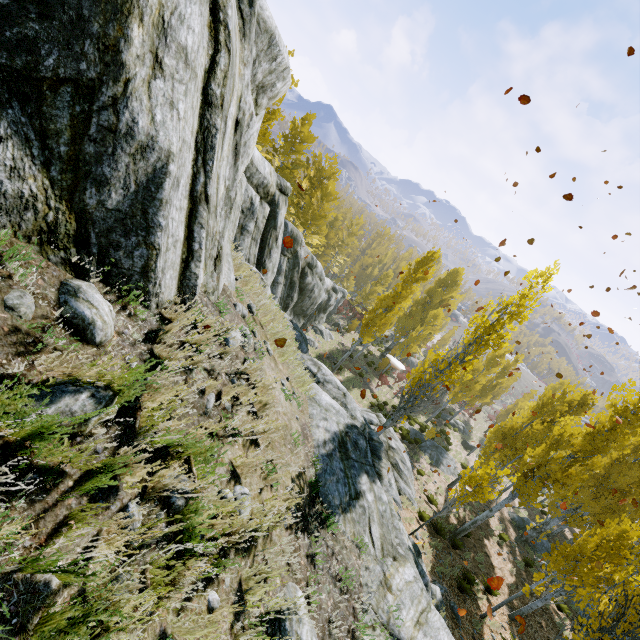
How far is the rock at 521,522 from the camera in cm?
2270

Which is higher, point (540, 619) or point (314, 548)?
point (314, 548)

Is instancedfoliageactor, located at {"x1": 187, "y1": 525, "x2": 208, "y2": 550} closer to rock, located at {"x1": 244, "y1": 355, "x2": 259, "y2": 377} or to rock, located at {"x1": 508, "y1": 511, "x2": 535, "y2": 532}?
rock, located at {"x1": 244, "y1": 355, "x2": 259, "y2": 377}

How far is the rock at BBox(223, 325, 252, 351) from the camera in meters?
4.5 m

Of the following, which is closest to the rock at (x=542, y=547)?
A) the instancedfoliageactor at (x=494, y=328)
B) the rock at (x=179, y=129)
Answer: the instancedfoliageactor at (x=494, y=328)

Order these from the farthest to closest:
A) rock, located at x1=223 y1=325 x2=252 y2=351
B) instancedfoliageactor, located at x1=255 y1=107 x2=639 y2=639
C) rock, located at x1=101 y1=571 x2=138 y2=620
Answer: instancedfoliageactor, located at x1=255 y1=107 x2=639 y2=639, rock, located at x1=223 y1=325 x2=252 y2=351, rock, located at x1=101 y1=571 x2=138 y2=620
